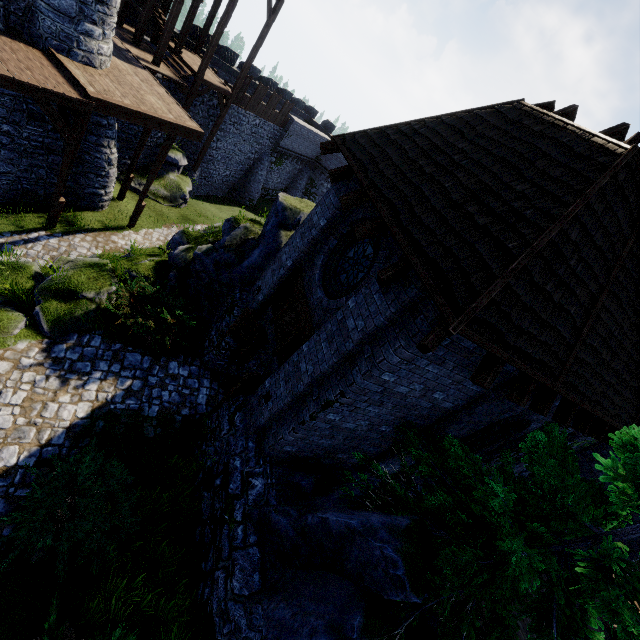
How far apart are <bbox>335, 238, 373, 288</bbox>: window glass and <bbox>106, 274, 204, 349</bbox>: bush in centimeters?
487cm

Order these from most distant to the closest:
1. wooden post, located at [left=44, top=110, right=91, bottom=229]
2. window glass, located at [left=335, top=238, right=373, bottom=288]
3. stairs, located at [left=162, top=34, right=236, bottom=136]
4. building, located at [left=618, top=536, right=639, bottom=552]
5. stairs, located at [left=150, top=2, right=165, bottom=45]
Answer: stairs, located at [left=162, top=34, right=236, bottom=136]
stairs, located at [left=150, top=2, right=165, bottom=45]
wooden post, located at [left=44, top=110, right=91, bottom=229]
building, located at [left=618, top=536, right=639, bottom=552]
window glass, located at [left=335, top=238, right=373, bottom=288]

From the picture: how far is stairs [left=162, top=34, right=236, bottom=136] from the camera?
18.2m

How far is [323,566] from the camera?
5.29m

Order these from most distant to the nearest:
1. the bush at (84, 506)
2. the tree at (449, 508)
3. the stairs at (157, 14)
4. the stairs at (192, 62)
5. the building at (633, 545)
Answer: the stairs at (192, 62)
the stairs at (157, 14)
the building at (633, 545)
the bush at (84, 506)
the tree at (449, 508)

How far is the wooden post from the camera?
10.9 meters

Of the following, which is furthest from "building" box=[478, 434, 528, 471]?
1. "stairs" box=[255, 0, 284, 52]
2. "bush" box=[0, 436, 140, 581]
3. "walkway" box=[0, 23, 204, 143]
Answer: "stairs" box=[255, 0, 284, 52]

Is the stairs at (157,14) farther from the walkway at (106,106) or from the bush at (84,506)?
the bush at (84,506)
